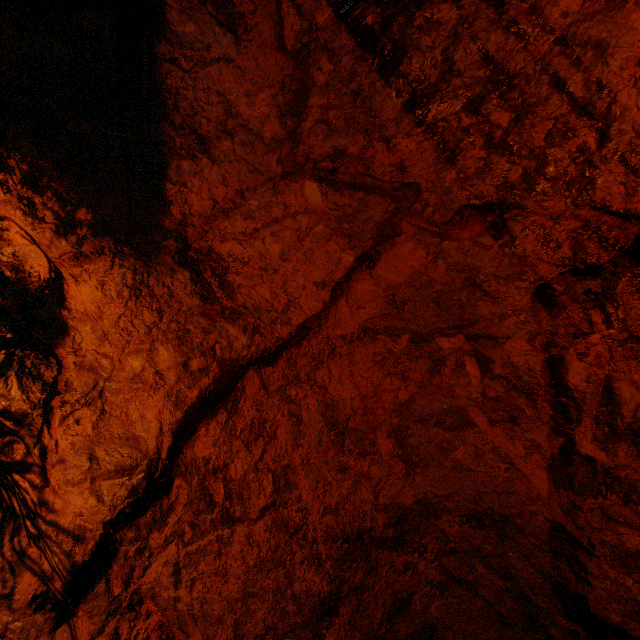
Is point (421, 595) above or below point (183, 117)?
below
